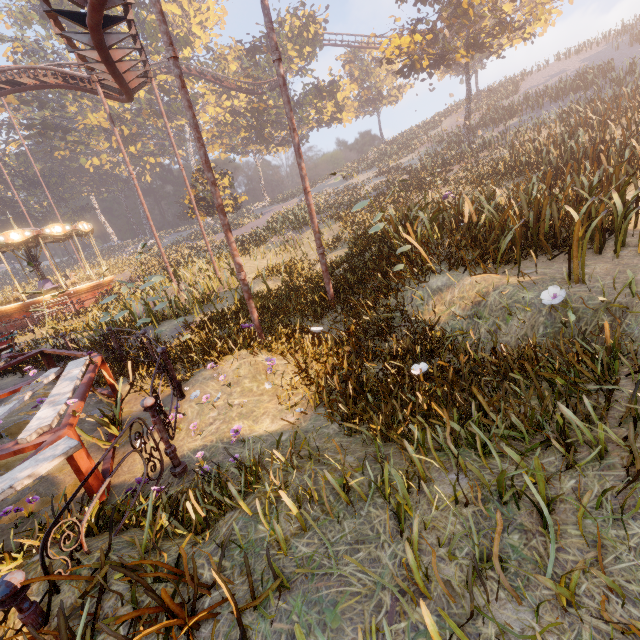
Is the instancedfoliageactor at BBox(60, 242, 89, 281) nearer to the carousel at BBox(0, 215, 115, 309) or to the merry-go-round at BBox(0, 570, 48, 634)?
the carousel at BBox(0, 215, 115, 309)

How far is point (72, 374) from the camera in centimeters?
538cm

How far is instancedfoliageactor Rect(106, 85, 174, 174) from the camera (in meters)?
43.41

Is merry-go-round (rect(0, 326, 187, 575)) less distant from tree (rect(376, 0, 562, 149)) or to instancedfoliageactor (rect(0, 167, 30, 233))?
instancedfoliageactor (rect(0, 167, 30, 233))

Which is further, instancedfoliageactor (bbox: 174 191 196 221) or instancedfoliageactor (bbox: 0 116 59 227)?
instancedfoliageactor (bbox: 0 116 59 227)

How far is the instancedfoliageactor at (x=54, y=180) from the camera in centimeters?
5044cm

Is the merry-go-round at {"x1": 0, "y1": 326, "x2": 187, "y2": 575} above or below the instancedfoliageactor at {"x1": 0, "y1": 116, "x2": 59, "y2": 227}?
below
